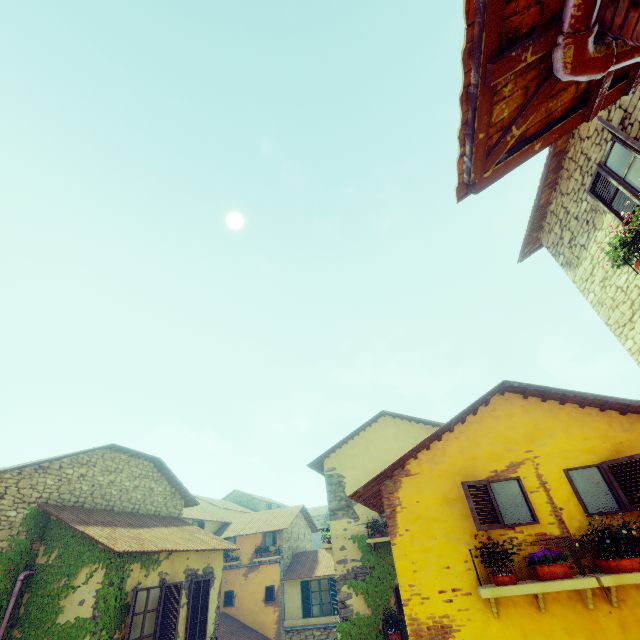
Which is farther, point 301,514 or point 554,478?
point 301,514

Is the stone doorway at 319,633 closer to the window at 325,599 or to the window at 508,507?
the window at 325,599

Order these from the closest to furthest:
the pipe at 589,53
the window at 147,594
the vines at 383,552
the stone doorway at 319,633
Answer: the pipe at 589,53 < the window at 147,594 < the vines at 383,552 < the stone doorway at 319,633

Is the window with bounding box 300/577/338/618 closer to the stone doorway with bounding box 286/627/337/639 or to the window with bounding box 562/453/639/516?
the stone doorway with bounding box 286/627/337/639

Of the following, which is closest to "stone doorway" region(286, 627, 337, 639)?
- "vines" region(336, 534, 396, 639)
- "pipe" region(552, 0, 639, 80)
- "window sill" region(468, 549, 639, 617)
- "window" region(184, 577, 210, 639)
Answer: "window" region(184, 577, 210, 639)

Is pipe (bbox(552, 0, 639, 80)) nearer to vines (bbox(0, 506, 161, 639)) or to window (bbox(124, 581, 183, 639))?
window (bbox(124, 581, 183, 639))

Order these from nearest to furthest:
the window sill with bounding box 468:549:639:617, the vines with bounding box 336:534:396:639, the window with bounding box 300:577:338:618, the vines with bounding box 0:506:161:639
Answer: the window sill with bounding box 468:549:639:617 < the vines with bounding box 0:506:161:639 < the vines with bounding box 336:534:396:639 < the window with bounding box 300:577:338:618

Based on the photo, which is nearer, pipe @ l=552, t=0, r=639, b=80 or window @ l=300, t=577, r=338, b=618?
pipe @ l=552, t=0, r=639, b=80
